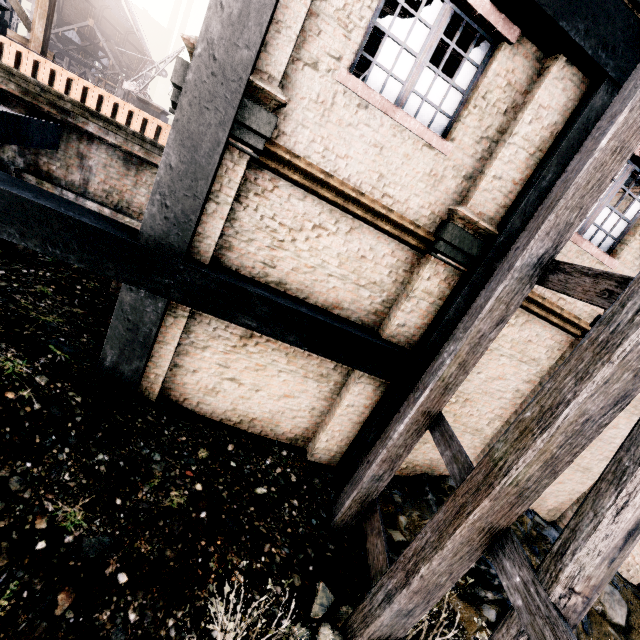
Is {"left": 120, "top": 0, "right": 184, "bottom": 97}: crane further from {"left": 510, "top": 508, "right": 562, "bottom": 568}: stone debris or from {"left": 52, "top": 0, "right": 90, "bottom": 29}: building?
{"left": 510, "top": 508, "right": 562, "bottom": 568}: stone debris

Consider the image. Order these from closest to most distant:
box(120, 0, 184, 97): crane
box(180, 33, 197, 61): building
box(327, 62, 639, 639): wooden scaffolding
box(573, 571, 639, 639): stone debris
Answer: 1. box(327, 62, 639, 639): wooden scaffolding
2. box(180, 33, 197, 61): building
3. box(573, 571, 639, 639): stone debris
4. box(120, 0, 184, 97): crane

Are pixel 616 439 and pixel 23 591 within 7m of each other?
no

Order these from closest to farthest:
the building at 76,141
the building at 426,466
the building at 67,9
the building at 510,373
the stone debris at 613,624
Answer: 1. the stone debris at 613,624
2. the building at 76,141
3. the building at 510,373
4. the building at 426,466
5. the building at 67,9

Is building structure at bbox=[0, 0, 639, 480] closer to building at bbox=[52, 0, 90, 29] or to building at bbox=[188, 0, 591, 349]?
building at bbox=[188, 0, 591, 349]

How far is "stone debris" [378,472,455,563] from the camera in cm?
664

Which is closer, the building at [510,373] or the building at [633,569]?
the building at [510,373]

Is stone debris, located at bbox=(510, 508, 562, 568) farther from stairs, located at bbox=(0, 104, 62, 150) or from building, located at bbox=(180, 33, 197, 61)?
stairs, located at bbox=(0, 104, 62, 150)
